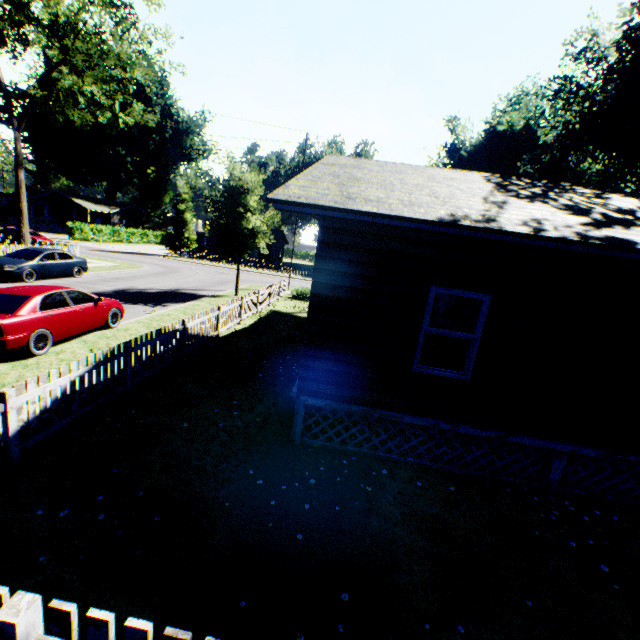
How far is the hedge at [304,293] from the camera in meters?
23.2 m

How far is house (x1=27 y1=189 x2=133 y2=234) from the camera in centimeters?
5112cm

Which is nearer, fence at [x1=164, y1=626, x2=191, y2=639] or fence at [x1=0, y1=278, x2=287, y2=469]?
fence at [x1=164, y1=626, x2=191, y2=639]

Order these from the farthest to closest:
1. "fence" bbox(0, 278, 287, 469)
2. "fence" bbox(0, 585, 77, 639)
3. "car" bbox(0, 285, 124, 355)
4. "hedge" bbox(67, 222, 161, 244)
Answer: "hedge" bbox(67, 222, 161, 244) < "car" bbox(0, 285, 124, 355) < "fence" bbox(0, 278, 287, 469) < "fence" bbox(0, 585, 77, 639)

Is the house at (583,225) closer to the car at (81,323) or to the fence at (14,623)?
the fence at (14,623)

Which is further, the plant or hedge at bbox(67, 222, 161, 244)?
hedge at bbox(67, 222, 161, 244)

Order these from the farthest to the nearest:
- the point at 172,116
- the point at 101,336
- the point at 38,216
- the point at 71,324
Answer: the point at 172,116 < the point at 38,216 < the point at 101,336 < the point at 71,324

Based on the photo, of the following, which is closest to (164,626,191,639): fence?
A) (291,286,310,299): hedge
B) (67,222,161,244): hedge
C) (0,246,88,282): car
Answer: (291,286,310,299): hedge
